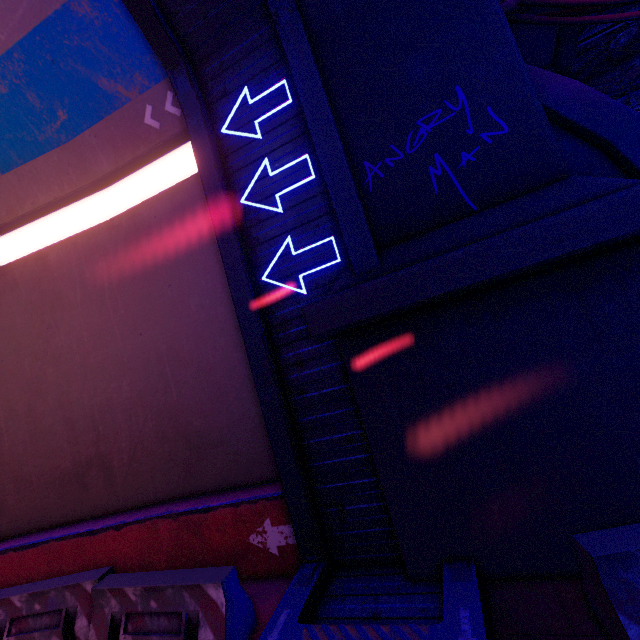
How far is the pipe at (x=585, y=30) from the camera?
8.5 meters

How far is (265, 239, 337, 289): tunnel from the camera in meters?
5.1 m

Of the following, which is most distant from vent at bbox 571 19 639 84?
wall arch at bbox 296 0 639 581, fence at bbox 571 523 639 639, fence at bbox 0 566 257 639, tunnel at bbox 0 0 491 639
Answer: fence at bbox 0 566 257 639

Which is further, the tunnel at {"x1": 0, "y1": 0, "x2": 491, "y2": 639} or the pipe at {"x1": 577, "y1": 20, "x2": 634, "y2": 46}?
the pipe at {"x1": 577, "y1": 20, "x2": 634, "y2": 46}

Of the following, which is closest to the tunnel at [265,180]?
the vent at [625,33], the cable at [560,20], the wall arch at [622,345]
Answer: the wall arch at [622,345]

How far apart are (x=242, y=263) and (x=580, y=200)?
4.6 meters

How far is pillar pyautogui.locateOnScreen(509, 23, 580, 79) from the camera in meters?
7.6

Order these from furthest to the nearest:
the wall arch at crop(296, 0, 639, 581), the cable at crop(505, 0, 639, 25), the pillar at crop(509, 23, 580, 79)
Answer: the pillar at crop(509, 23, 580, 79) < the cable at crop(505, 0, 639, 25) < the wall arch at crop(296, 0, 639, 581)
